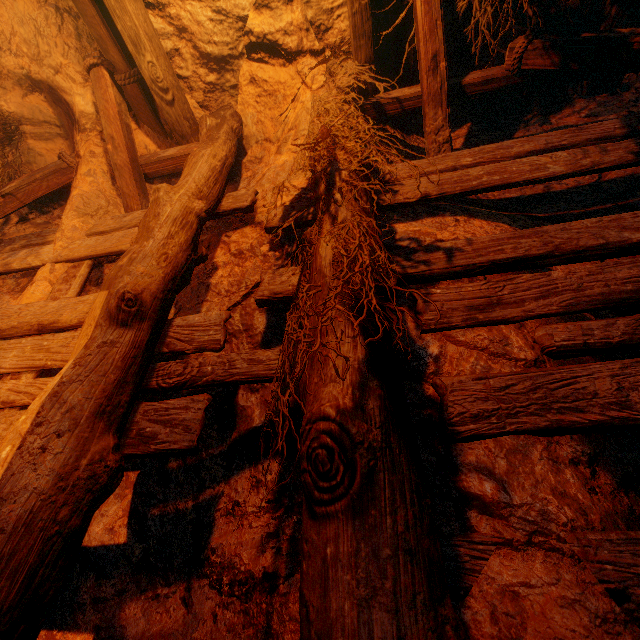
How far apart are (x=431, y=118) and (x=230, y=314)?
2.08m
